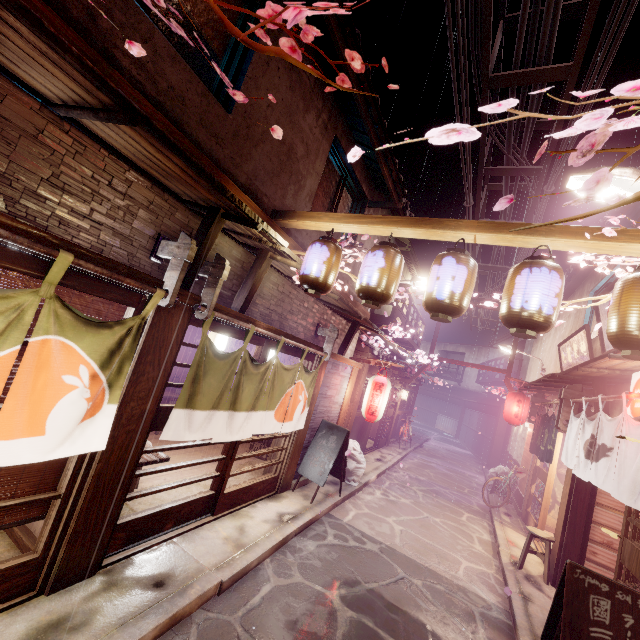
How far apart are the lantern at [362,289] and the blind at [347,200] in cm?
448

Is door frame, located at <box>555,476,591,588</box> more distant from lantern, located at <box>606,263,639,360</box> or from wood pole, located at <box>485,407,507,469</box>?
wood pole, located at <box>485,407,507,469</box>

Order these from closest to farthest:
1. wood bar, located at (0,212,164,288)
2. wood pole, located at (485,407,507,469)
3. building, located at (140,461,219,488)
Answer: wood bar, located at (0,212,164,288) < building, located at (140,461,219,488) < wood pole, located at (485,407,507,469)

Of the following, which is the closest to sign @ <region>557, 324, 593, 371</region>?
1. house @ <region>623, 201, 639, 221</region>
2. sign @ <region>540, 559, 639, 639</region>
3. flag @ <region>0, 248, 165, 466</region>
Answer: house @ <region>623, 201, 639, 221</region>

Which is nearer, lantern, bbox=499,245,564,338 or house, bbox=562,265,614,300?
lantern, bbox=499,245,564,338

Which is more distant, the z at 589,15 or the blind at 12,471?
the z at 589,15

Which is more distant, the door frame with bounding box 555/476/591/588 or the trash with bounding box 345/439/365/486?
the trash with bounding box 345/439/365/486

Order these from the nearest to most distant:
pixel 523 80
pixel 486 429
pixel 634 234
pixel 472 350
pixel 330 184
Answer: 1. pixel 634 234
2. pixel 523 80
3. pixel 330 184
4. pixel 486 429
5. pixel 472 350
